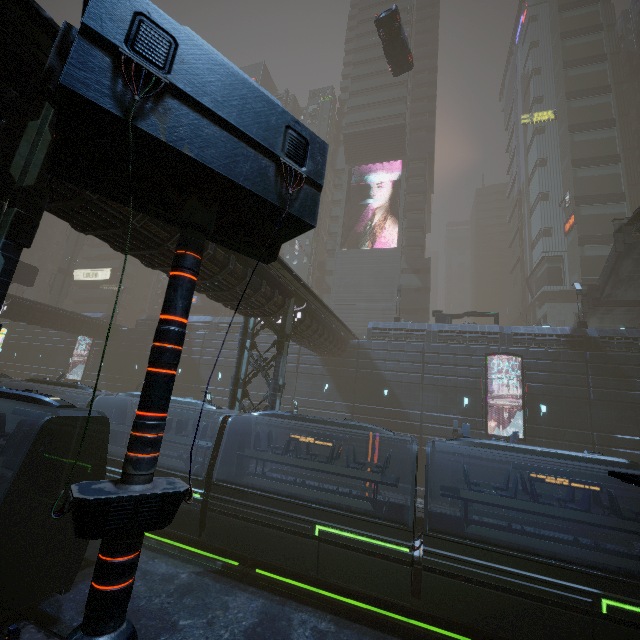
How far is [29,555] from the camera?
8.20m

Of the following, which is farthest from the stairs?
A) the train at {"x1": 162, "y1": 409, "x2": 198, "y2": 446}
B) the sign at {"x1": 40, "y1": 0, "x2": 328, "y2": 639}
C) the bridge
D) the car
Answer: the sign at {"x1": 40, "y1": 0, "x2": 328, "y2": 639}

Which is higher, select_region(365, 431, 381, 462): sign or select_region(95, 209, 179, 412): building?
select_region(95, 209, 179, 412): building

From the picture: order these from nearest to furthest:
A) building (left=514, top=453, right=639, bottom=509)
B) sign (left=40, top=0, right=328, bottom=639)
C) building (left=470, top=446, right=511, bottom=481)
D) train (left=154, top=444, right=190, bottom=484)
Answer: sign (left=40, top=0, right=328, bottom=639) < train (left=154, top=444, right=190, bottom=484) < building (left=514, top=453, right=639, bottom=509) < building (left=470, top=446, right=511, bottom=481)

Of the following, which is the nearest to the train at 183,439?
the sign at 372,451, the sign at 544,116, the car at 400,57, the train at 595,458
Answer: the train at 595,458

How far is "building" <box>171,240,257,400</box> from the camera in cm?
1270

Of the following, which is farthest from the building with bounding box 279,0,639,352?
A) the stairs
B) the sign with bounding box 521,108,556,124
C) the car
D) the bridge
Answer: the bridge

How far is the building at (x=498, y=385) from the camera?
25.33m
